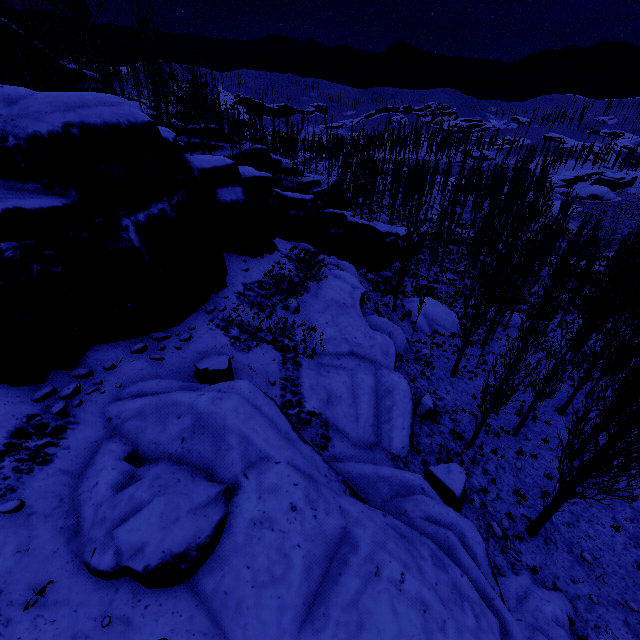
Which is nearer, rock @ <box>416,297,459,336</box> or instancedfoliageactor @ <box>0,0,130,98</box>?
instancedfoliageactor @ <box>0,0,130,98</box>

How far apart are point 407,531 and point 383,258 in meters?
33.8 m

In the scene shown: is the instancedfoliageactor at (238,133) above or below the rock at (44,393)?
above

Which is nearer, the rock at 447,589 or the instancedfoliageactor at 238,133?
the rock at 447,589

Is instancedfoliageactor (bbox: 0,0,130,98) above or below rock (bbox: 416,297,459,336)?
above

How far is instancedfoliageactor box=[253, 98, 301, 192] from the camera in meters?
34.8 m
